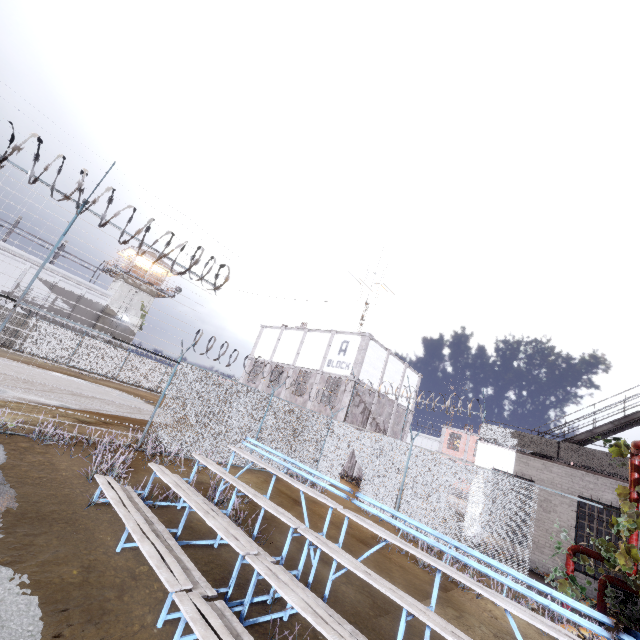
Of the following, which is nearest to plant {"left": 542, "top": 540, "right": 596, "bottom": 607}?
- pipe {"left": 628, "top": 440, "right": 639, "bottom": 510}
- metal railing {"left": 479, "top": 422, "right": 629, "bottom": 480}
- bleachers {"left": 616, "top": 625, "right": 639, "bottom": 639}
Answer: pipe {"left": 628, "top": 440, "right": 639, "bottom": 510}

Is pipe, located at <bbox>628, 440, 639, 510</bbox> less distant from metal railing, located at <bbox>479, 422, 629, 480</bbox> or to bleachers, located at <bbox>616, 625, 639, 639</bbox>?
metal railing, located at <bbox>479, 422, 629, 480</bbox>

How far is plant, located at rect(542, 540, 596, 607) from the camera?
8.4m

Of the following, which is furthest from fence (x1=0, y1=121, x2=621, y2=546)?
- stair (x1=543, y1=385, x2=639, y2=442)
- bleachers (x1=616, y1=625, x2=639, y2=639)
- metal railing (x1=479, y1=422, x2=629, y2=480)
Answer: bleachers (x1=616, y1=625, x2=639, y2=639)

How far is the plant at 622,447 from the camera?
8.3 meters

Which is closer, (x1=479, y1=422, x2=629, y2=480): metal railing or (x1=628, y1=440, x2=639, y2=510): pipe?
(x1=628, y1=440, x2=639, y2=510): pipe

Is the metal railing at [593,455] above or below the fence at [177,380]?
above

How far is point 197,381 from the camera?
10.3m
